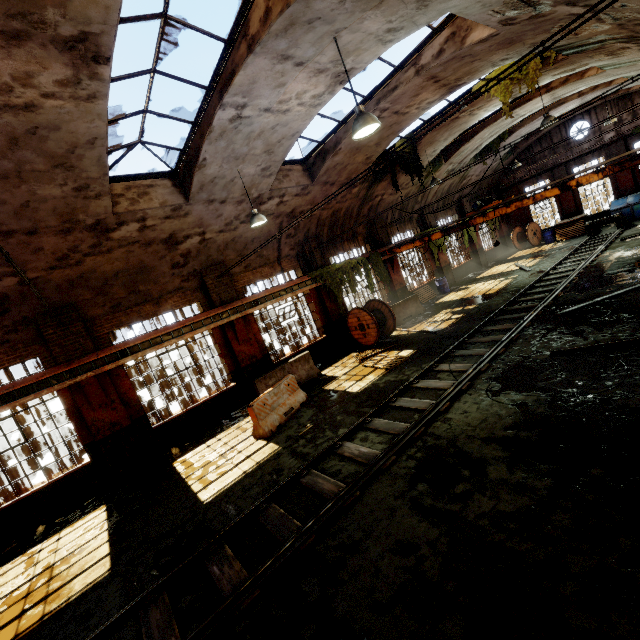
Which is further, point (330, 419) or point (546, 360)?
point (330, 419)

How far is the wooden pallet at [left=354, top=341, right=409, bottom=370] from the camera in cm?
1087

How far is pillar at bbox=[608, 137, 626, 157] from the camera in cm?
2044

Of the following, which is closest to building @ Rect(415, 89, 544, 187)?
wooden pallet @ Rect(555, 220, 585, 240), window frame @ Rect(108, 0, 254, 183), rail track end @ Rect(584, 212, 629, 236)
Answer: window frame @ Rect(108, 0, 254, 183)

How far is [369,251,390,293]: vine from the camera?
16.81m

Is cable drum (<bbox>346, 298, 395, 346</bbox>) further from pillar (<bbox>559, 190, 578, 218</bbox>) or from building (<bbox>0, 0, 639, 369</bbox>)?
pillar (<bbox>559, 190, 578, 218</bbox>)

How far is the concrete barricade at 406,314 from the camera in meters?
16.4

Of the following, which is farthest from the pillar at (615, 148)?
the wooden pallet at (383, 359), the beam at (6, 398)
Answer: Answer: the beam at (6, 398)
